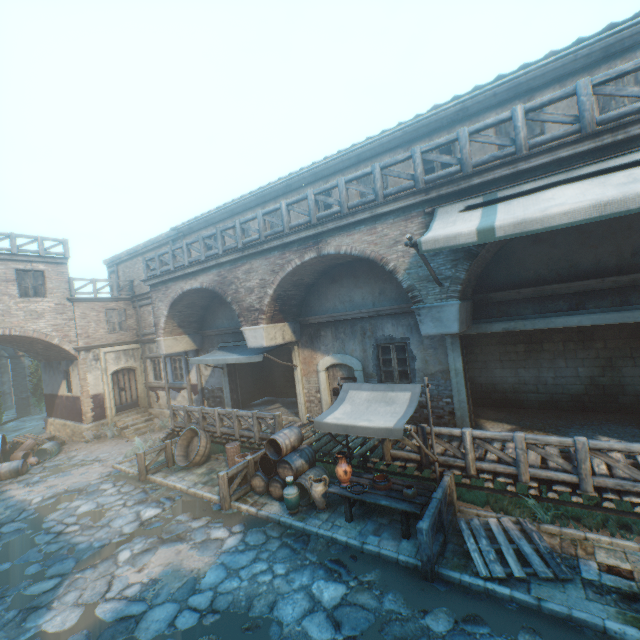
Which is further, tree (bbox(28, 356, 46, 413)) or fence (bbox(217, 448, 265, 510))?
tree (bbox(28, 356, 46, 413))

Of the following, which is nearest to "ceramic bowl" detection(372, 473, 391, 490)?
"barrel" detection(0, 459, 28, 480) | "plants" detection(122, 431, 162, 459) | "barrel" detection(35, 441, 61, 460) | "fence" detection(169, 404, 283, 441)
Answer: "fence" detection(169, 404, 283, 441)

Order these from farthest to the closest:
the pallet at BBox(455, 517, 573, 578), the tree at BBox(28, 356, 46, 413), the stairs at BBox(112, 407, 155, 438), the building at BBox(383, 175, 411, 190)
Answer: the tree at BBox(28, 356, 46, 413) < the stairs at BBox(112, 407, 155, 438) < the building at BBox(383, 175, 411, 190) < the pallet at BBox(455, 517, 573, 578)

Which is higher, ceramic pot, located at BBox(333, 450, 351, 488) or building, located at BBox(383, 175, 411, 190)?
building, located at BBox(383, 175, 411, 190)

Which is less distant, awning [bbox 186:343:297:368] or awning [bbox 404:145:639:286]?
awning [bbox 404:145:639:286]

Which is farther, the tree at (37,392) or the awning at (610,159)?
the tree at (37,392)

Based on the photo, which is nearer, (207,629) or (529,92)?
(207,629)

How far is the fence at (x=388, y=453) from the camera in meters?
7.7
